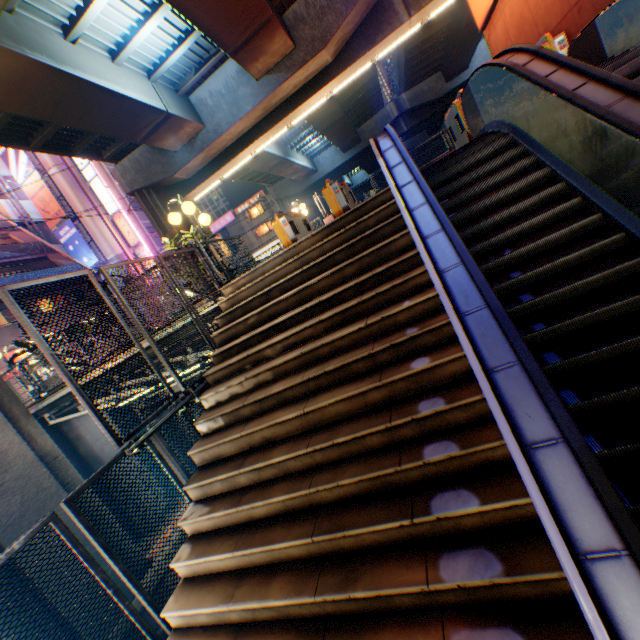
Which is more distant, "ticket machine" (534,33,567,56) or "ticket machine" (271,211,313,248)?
"ticket machine" (271,211,313,248)

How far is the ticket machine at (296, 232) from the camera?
9.30m

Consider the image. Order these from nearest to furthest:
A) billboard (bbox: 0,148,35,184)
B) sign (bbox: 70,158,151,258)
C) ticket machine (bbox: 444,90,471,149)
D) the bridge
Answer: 1. ticket machine (bbox: 444,90,471,149)
2. the bridge
3. billboard (bbox: 0,148,35,184)
4. sign (bbox: 70,158,151,258)

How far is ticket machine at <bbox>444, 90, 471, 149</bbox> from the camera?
7.43m

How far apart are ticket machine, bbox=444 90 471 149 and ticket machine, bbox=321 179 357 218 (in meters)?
3.12

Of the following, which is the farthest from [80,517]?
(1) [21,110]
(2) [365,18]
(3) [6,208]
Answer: (3) [6,208]

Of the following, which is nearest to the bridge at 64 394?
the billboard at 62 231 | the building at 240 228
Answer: the billboard at 62 231

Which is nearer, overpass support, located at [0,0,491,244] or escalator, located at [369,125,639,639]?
escalator, located at [369,125,639,639]
